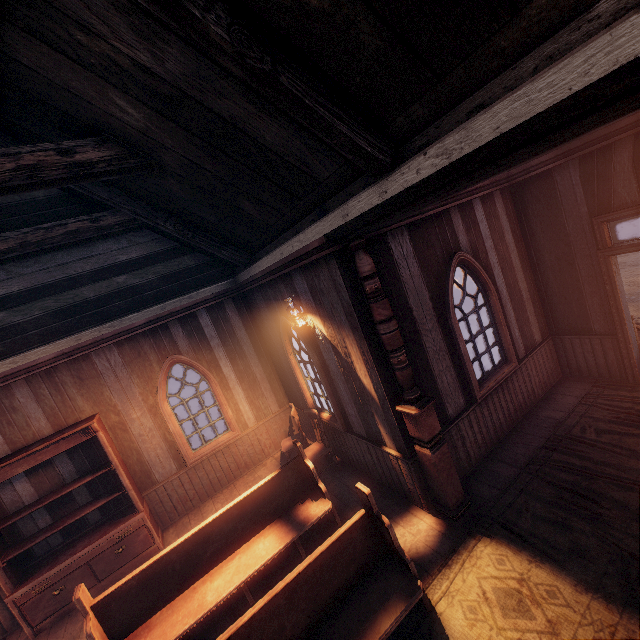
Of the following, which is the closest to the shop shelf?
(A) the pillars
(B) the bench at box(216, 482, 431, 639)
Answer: (B) the bench at box(216, 482, 431, 639)

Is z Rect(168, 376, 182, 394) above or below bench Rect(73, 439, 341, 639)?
below

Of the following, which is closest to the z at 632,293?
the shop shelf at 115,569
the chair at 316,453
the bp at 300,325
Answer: the chair at 316,453

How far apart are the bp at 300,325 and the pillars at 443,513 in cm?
139

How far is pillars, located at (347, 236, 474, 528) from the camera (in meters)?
3.66

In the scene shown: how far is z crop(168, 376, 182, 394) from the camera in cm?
2334

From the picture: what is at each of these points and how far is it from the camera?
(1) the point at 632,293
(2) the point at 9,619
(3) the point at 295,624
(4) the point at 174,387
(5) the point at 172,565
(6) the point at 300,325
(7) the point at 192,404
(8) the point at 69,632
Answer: (1) z, 10.6m
(2) building, 5.2m
(3) bench, 2.9m
(4) z, 25.1m
(5) bench, 4.0m
(6) bp, 4.9m
(7) z, 16.8m
(8) building, 4.8m

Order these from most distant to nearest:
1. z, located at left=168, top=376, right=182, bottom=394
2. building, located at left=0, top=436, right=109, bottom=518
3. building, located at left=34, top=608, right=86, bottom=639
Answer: z, located at left=168, top=376, right=182, bottom=394
building, located at left=0, top=436, right=109, bottom=518
building, located at left=34, top=608, right=86, bottom=639
